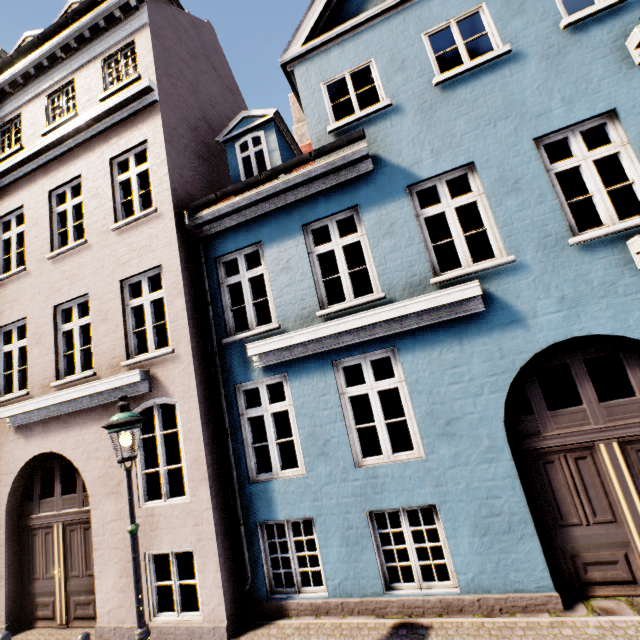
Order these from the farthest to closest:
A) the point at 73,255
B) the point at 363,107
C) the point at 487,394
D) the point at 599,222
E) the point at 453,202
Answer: the point at 599,222
the point at 363,107
the point at 73,255
the point at 453,202
the point at 487,394

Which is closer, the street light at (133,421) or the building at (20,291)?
the street light at (133,421)

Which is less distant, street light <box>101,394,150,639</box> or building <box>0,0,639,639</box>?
street light <box>101,394,150,639</box>
